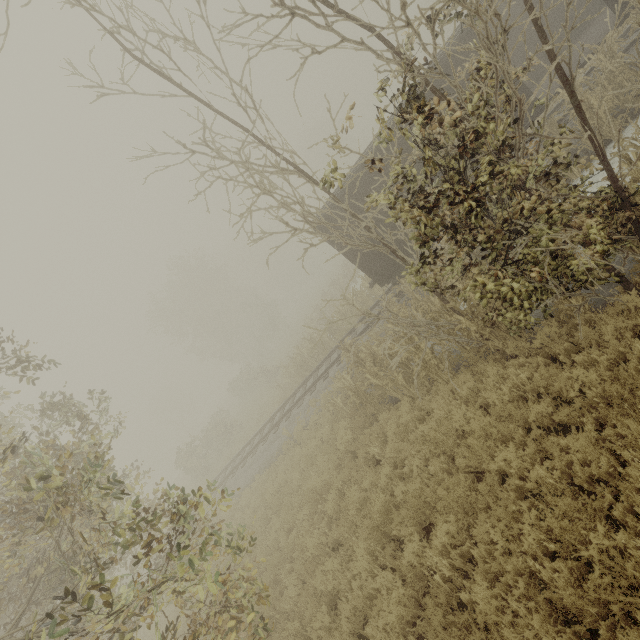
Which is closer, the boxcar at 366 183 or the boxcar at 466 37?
the boxcar at 466 37

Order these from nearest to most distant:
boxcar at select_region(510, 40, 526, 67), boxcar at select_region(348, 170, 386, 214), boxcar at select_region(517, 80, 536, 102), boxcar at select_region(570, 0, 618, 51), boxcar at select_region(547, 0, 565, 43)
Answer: boxcar at select_region(570, 0, 618, 51) → boxcar at select_region(517, 80, 536, 102) → boxcar at select_region(348, 170, 386, 214) → boxcar at select_region(547, 0, 565, 43) → boxcar at select_region(510, 40, 526, 67)

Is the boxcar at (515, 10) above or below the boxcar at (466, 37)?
below

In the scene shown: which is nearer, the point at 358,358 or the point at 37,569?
the point at 37,569

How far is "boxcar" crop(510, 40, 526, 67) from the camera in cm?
1270

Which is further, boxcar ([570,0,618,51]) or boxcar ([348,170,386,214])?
boxcar ([348,170,386,214])
